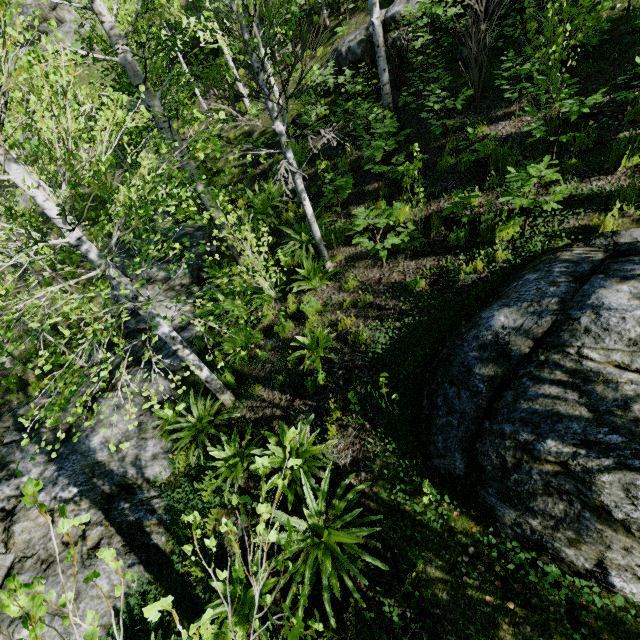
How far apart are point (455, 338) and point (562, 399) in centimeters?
142cm

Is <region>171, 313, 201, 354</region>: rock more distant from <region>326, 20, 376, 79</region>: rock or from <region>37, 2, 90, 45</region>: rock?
<region>37, 2, 90, 45</region>: rock

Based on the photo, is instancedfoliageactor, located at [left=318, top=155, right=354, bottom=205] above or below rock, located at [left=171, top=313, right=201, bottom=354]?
above

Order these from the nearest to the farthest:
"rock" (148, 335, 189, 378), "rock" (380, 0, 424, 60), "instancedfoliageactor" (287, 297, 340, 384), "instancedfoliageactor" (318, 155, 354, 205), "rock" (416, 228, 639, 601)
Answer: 1. "rock" (416, 228, 639, 601)
2. "instancedfoliageactor" (287, 297, 340, 384)
3. "instancedfoliageactor" (318, 155, 354, 205)
4. "rock" (148, 335, 189, 378)
5. "rock" (380, 0, 424, 60)

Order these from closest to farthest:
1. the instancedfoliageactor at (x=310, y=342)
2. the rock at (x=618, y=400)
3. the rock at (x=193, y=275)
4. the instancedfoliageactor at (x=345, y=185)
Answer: the rock at (x=618, y=400)
the instancedfoliageactor at (x=310, y=342)
the instancedfoliageactor at (x=345, y=185)
the rock at (x=193, y=275)

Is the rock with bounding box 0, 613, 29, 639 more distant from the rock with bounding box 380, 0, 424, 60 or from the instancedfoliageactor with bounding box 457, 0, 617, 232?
the rock with bounding box 380, 0, 424, 60

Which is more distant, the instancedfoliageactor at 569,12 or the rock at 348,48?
the rock at 348,48

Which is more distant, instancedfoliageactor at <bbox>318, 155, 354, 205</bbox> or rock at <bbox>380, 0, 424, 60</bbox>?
rock at <bbox>380, 0, 424, 60</bbox>
